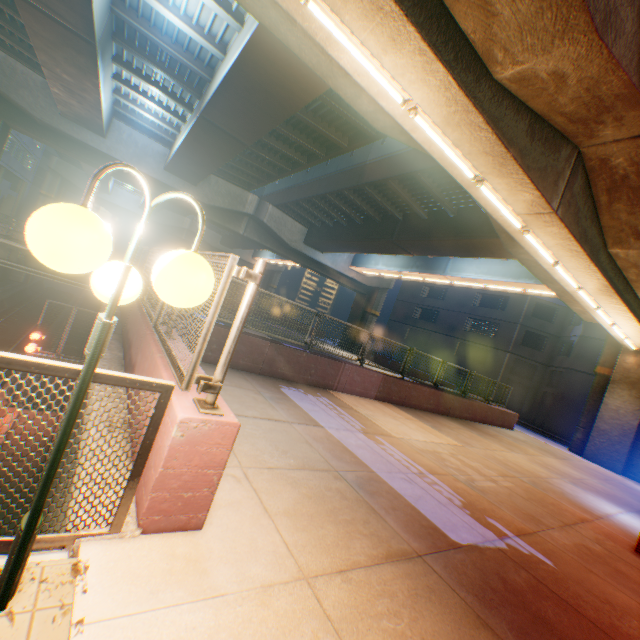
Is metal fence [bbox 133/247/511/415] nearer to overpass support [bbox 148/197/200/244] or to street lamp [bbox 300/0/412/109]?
overpass support [bbox 148/197/200/244]

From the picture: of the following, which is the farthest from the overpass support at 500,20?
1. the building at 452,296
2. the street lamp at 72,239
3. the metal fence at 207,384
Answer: the building at 452,296

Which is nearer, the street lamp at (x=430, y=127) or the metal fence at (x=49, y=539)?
the metal fence at (x=49, y=539)

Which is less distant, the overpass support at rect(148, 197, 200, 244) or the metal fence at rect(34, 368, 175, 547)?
the metal fence at rect(34, 368, 175, 547)

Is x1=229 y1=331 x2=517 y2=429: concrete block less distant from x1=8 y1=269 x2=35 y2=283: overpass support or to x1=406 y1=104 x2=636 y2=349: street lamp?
x1=8 y1=269 x2=35 y2=283: overpass support

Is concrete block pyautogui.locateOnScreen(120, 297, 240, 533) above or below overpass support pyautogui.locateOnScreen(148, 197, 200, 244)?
below

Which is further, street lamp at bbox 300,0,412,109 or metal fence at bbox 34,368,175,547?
street lamp at bbox 300,0,412,109

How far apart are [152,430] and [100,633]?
1.03m
